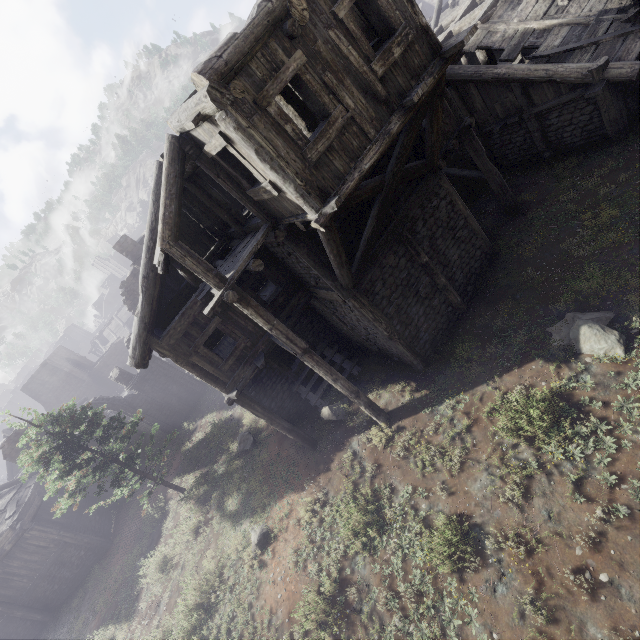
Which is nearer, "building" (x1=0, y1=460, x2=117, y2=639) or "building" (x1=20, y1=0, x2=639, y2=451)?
"building" (x1=20, y1=0, x2=639, y2=451)

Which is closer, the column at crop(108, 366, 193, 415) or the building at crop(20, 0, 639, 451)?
the building at crop(20, 0, 639, 451)

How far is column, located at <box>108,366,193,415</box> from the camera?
22.8 meters

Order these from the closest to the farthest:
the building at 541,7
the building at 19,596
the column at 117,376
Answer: the building at 541,7 < the building at 19,596 < the column at 117,376

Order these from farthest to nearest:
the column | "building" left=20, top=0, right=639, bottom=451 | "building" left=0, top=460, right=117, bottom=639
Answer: the column < "building" left=0, top=460, right=117, bottom=639 < "building" left=20, top=0, right=639, bottom=451

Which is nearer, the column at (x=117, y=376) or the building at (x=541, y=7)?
the building at (x=541, y=7)

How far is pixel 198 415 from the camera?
23.34m
